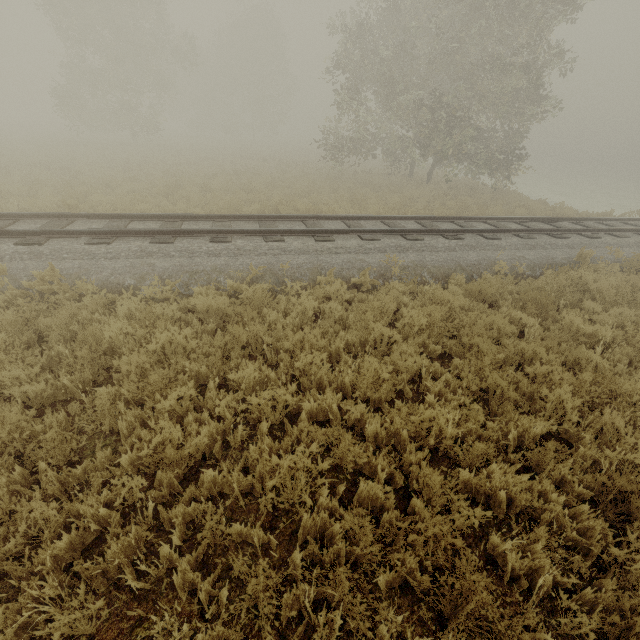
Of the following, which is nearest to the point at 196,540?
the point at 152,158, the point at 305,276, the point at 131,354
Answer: the point at 131,354
